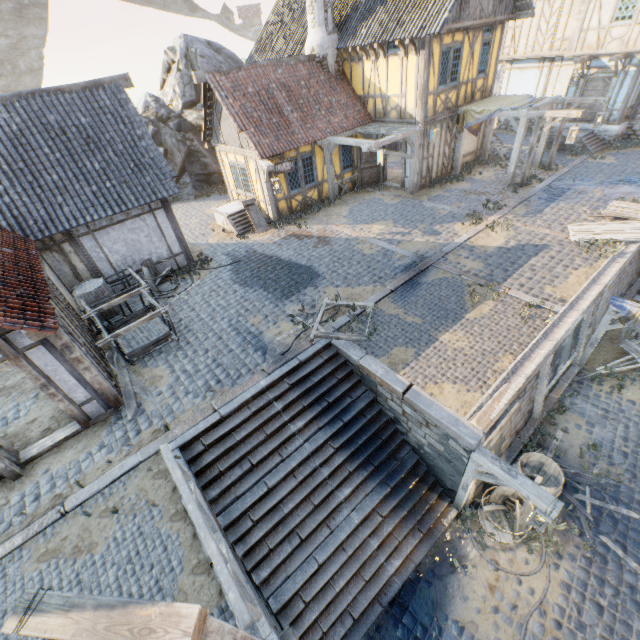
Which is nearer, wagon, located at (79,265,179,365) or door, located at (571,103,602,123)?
wagon, located at (79,265,179,365)

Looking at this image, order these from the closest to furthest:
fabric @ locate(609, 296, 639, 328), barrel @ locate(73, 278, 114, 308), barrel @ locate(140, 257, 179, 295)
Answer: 1. fabric @ locate(609, 296, 639, 328)
2. barrel @ locate(73, 278, 114, 308)
3. barrel @ locate(140, 257, 179, 295)

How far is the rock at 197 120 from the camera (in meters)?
17.98

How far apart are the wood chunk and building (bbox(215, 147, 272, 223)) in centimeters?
855cm

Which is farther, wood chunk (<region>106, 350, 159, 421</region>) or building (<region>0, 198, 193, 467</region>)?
wood chunk (<region>106, 350, 159, 421</region>)

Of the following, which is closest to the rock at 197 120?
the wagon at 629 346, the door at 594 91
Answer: the door at 594 91

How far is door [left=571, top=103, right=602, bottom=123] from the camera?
17.0m

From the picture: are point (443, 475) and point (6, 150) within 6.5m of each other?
no
